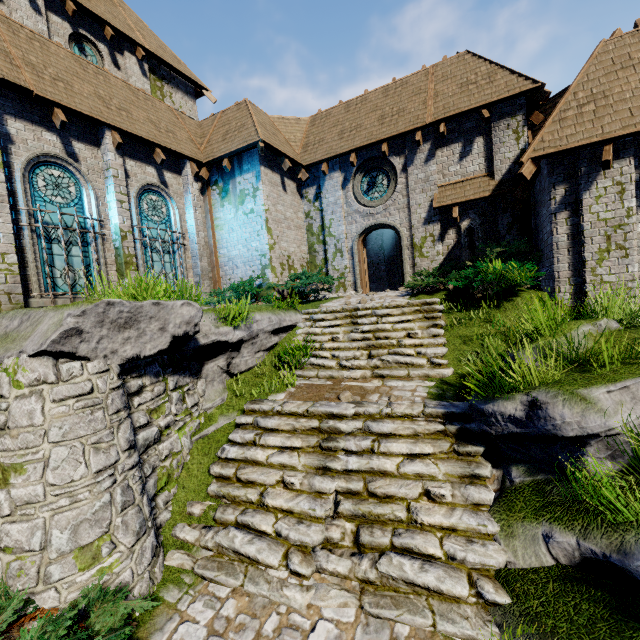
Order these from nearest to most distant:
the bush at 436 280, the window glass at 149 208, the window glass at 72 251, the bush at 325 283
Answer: the bush at 436 280 < the window glass at 72 251 < the window glass at 149 208 < the bush at 325 283

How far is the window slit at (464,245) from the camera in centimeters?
1157cm

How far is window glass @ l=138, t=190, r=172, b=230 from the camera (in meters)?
11.31

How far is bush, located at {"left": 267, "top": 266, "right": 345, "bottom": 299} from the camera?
12.0m

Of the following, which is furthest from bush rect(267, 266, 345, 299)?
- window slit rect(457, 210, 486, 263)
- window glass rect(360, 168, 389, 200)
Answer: window slit rect(457, 210, 486, 263)

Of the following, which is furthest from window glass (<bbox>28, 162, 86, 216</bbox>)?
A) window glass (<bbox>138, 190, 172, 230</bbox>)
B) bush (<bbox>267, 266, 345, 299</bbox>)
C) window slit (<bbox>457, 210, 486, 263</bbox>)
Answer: window slit (<bbox>457, 210, 486, 263</bbox>)

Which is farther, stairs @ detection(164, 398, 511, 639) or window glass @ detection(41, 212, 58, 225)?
window glass @ detection(41, 212, 58, 225)

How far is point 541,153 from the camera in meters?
7.8 m
